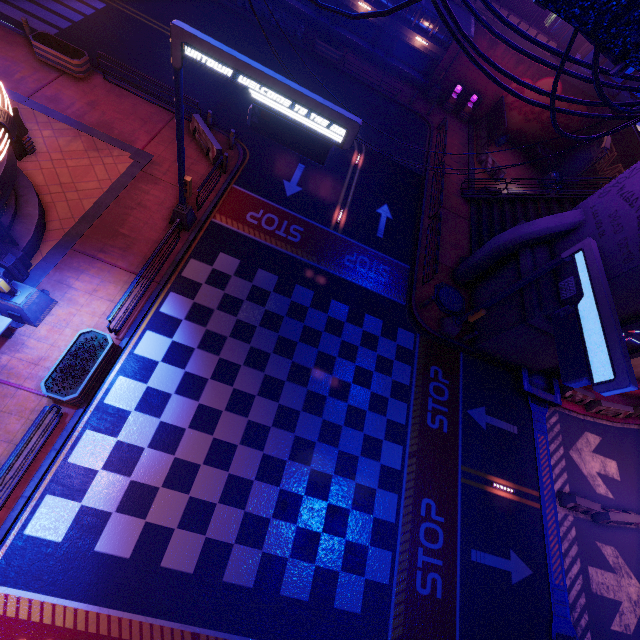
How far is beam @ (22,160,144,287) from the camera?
11.2 meters

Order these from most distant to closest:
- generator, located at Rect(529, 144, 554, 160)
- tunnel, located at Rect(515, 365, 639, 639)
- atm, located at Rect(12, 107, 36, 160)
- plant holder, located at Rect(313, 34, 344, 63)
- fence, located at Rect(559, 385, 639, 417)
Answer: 1. generator, located at Rect(529, 144, 554, 160)
2. plant holder, located at Rect(313, 34, 344, 63)
3. fence, located at Rect(559, 385, 639, 417)
4. tunnel, located at Rect(515, 365, 639, 639)
5. atm, located at Rect(12, 107, 36, 160)

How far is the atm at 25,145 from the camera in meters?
11.7 m

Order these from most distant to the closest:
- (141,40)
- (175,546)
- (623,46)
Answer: (141,40)
(175,546)
(623,46)

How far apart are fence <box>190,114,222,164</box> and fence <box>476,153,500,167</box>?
20.26m

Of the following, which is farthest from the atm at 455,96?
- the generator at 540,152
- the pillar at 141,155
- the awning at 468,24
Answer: the pillar at 141,155

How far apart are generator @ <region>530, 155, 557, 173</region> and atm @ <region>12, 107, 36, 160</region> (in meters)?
34.67

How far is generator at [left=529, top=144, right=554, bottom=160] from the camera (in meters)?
27.88
